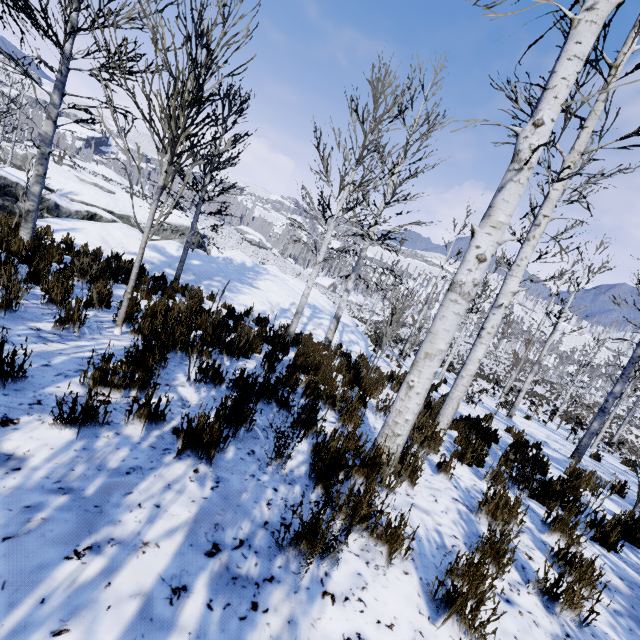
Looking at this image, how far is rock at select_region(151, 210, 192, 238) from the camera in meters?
24.4 m

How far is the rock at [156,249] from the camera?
11.07m

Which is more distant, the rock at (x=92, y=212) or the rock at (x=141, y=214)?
the rock at (x=141, y=214)

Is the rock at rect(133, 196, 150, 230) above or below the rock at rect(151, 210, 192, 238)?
below

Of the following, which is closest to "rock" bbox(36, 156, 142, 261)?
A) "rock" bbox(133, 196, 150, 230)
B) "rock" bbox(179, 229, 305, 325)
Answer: "rock" bbox(133, 196, 150, 230)

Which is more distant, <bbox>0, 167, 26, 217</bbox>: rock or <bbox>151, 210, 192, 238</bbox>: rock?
<bbox>151, 210, 192, 238</bbox>: rock

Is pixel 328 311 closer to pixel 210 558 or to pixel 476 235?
pixel 476 235

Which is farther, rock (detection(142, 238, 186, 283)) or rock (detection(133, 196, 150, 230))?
rock (detection(133, 196, 150, 230))
